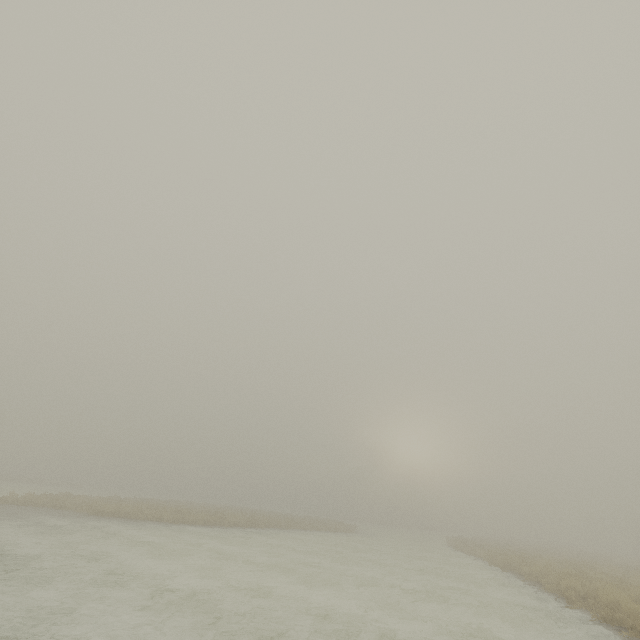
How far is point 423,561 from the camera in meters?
18.6 m
